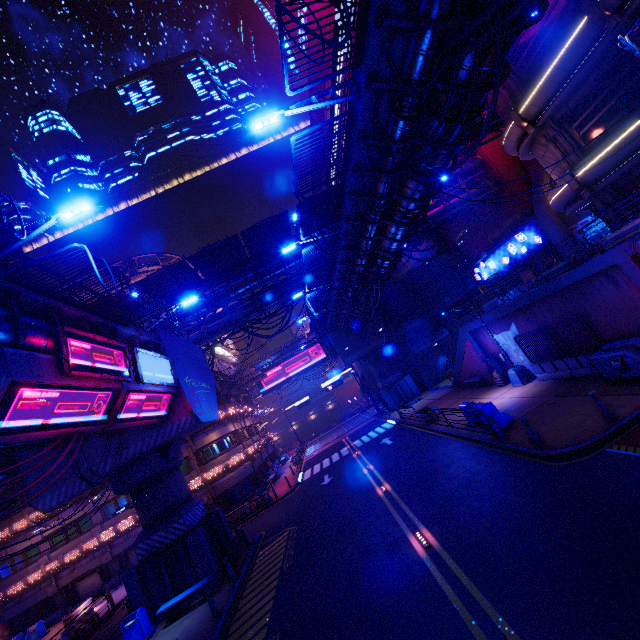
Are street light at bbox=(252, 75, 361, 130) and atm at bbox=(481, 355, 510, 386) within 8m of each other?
no

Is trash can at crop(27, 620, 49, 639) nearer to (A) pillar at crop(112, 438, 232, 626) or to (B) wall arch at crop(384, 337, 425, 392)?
(A) pillar at crop(112, 438, 232, 626)

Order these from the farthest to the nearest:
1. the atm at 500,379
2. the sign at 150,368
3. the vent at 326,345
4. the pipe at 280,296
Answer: the vent at 326,345 < the pipe at 280,296 < the atm at 500,379 < the sign at 150,368

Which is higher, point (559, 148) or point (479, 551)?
point (559, 148)

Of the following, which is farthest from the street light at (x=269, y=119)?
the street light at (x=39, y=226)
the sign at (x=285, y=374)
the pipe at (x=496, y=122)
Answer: the sign at (x=285, y=374)

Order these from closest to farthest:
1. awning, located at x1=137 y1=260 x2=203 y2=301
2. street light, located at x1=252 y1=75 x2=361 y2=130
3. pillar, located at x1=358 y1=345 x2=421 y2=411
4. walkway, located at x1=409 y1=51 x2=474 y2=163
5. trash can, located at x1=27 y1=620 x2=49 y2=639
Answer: walkway, located at x1=409 y1=51 x2=474 y2=163
street light, located at x1=252 y1=75 x2=361 y2=130
awning, located at x1=137 y1=260 x2=203 y2=301
trash can, located at x1=27 y1=620 x2=49 y2=639
pillar, located at x1=358 y1=345 x2=421 y2=411

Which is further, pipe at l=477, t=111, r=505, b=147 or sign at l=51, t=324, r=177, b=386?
pipe at l=477, t=111, r=505, b=147

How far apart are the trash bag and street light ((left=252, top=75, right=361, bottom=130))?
13.95m
